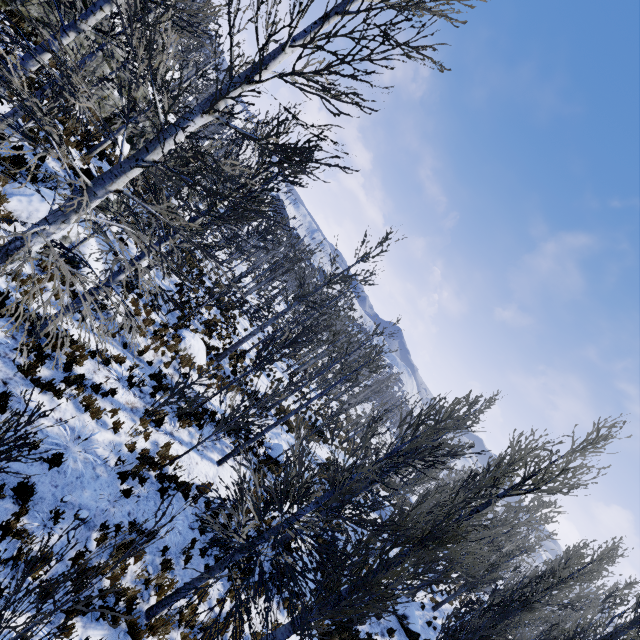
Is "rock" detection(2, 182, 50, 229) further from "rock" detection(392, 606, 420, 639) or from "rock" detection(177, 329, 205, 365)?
"rock" detection(392, 606, 420, 639)

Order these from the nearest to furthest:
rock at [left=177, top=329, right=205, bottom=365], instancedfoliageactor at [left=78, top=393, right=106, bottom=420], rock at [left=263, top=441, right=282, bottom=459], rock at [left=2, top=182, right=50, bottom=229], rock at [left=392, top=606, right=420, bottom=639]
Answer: instancedfoliageactor at [left=78, top=393, right=106, bottom=420] → rock at [left=2, top=182, right=50, bottom=229] → rock at [left=177, top=329, right=205, bottom=365] → rock at [left=392, top=606, right=420, bottom=639] → rock at [left=263, top=441, right=282, bottom=459]

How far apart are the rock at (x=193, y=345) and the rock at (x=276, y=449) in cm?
547

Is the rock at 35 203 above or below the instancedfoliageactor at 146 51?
below

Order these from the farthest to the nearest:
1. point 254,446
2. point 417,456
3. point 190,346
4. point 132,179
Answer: point 417,456 → point 132,179 → point 190,346 → point 254,446

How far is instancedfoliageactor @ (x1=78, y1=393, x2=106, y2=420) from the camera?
8.0m

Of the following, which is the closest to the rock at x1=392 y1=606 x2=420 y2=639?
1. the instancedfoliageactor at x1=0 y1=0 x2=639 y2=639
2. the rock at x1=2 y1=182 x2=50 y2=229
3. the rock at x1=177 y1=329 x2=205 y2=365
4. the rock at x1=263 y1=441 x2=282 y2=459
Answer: the instancedfoliageactor at x1=0 y1=0 x2=639 y2=639

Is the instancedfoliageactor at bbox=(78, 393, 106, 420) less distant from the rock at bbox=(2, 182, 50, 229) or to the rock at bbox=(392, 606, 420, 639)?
the rock at bbox=(2, 182, 50, 229)
